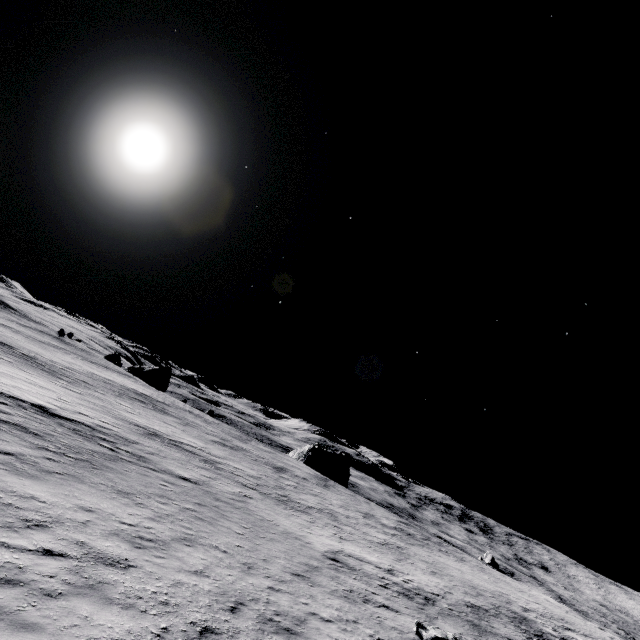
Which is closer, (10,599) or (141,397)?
(10,599)
